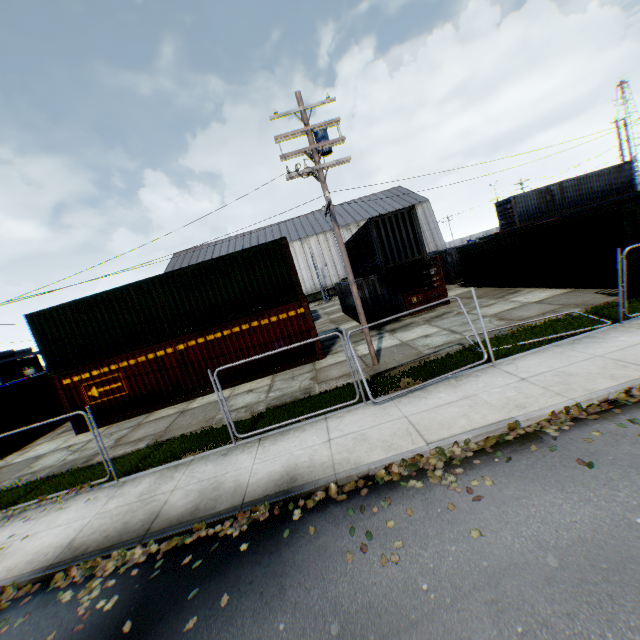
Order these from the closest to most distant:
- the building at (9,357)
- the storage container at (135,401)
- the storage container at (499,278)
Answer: the storage container at (499,278), the storage container at (135,401), the building at (9,357)

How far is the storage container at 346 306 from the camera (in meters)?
22.13

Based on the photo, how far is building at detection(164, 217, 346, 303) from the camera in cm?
5338

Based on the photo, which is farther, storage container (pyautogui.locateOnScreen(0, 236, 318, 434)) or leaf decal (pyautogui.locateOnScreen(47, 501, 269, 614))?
storage container (pyautogui.locateOnScreen(0, 236, 318, 434))

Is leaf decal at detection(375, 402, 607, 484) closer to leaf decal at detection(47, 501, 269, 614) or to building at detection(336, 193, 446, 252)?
leaf decal at detection(47, 501, 269, 614)

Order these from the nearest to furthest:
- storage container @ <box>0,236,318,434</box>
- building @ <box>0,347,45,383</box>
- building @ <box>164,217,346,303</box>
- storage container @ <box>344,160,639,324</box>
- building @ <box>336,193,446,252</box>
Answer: storage container @ <box>344,160,639,324</box>
storage container @ <box>0,236,318,434</box>
building @ <box>0,347,45,383</box>
building @ <box>164,217,346,303</box>
building @ <box>336,193,446,252</box>

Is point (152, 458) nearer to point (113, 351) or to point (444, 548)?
point (113, 351)

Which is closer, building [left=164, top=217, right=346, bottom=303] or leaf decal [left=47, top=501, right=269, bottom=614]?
leaf decal [left=47, top=501, right=269, bottom=614]
